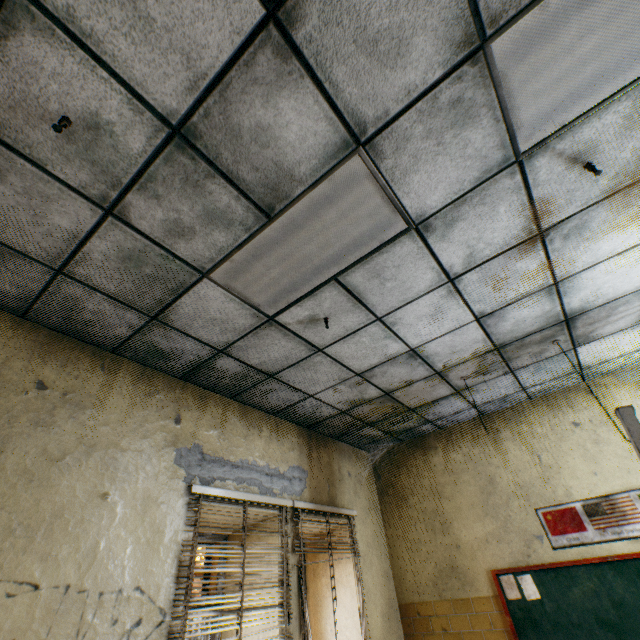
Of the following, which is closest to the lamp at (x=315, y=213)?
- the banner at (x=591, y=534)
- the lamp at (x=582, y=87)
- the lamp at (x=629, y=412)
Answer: the lamp at (x=582, y=87)

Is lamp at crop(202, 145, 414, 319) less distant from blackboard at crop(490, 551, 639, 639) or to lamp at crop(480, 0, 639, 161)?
lamp at crop(480, 0, 639, 161)

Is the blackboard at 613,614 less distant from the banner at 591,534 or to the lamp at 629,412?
the banner at 591,534

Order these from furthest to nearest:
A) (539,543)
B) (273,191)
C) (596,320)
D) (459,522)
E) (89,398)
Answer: (459,522), (539,543), (596,320), (89,398), (273,191)

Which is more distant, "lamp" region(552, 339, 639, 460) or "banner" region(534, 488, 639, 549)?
"banner" region(534, 488, 639, 549)

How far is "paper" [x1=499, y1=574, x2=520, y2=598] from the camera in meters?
3.7

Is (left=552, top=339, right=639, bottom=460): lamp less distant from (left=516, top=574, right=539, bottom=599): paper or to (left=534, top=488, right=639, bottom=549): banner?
(left=534, top=488, right=639, bottom=549): banner

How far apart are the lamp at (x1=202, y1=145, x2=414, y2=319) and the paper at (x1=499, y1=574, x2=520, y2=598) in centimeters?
416cm
